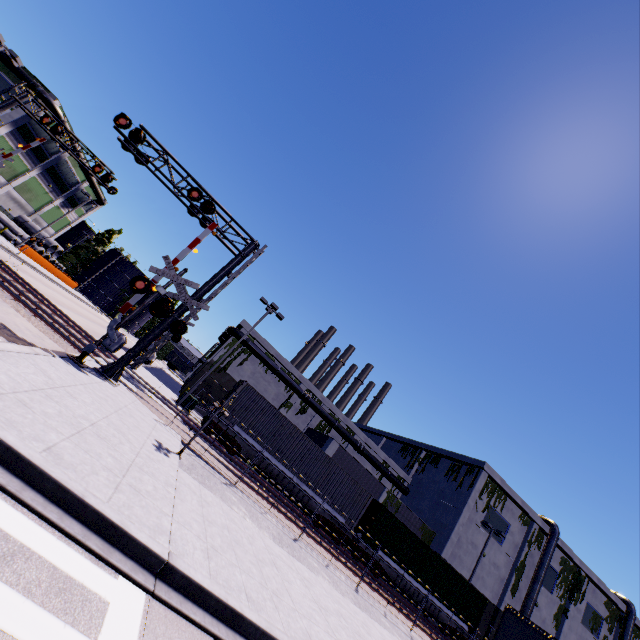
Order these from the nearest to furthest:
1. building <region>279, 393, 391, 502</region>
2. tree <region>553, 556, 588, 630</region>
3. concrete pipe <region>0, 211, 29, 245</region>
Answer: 1. building <region>279, 393, 391, 502</region>
2. tree <region>553, 556, 588, 630</region>
3. concrete pipe <region>0, 211, 29, 245</region>

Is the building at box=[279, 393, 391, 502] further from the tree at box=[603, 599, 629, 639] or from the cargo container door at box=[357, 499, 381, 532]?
the cargo container door at box=[357, 499, 381, 532]

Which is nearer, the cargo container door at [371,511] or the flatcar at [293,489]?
the flatcar at [293,489]

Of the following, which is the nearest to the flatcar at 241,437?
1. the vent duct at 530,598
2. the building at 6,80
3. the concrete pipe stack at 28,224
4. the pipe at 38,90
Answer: the vent duct at 530,598

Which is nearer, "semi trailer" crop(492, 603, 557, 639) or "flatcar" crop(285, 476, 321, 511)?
"semi trailer" crop(492, 603, 557, 639)

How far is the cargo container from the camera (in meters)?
20.72

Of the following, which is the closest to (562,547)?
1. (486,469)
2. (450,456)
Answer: (486,469)

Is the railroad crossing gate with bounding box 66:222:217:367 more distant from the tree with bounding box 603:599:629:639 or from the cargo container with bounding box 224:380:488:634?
the tree with bounding box 603:599:629:639
